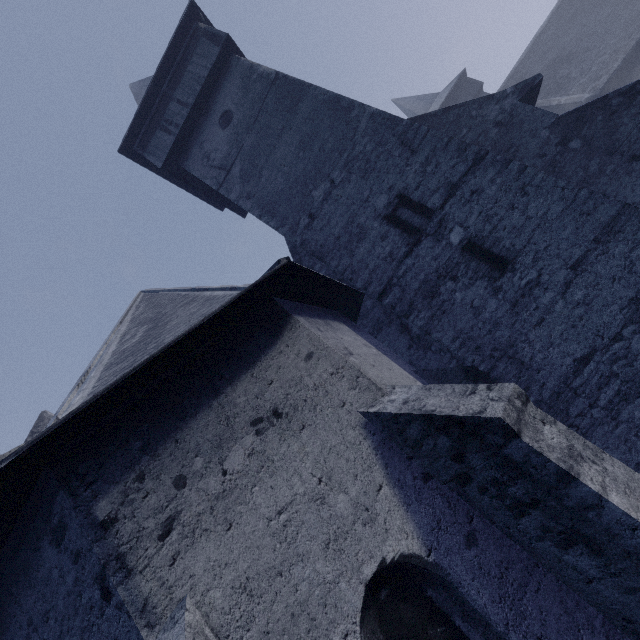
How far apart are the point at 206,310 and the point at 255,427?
2.2m
